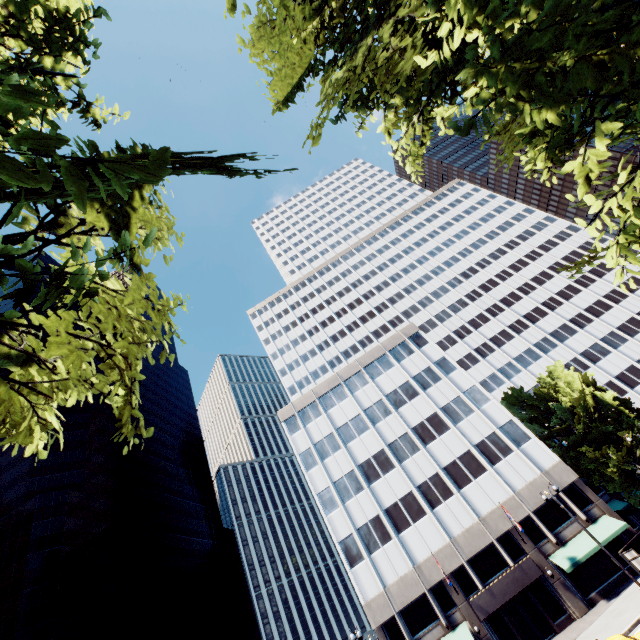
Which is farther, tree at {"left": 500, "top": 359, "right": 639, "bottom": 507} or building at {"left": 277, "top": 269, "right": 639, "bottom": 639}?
tree at {"left": 500, "top": 359, "right": 639, "bottom": 507}

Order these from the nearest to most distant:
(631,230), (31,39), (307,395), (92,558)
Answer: (631,230) < (31,39) < (92,558) < (307,395)

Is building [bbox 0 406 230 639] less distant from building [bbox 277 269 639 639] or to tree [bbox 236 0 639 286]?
building [bbox 277 269 639 639]

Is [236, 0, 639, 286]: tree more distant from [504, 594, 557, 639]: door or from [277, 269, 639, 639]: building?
[504, 594, 557, 639]: door

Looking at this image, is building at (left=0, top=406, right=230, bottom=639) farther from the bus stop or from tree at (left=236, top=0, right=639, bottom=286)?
the bus stop

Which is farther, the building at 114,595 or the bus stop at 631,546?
the building at 114,595

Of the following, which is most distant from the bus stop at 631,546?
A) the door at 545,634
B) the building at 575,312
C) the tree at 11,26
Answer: the door at 545,634

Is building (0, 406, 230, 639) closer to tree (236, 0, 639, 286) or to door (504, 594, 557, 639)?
door (504, 594, 557, 639)
